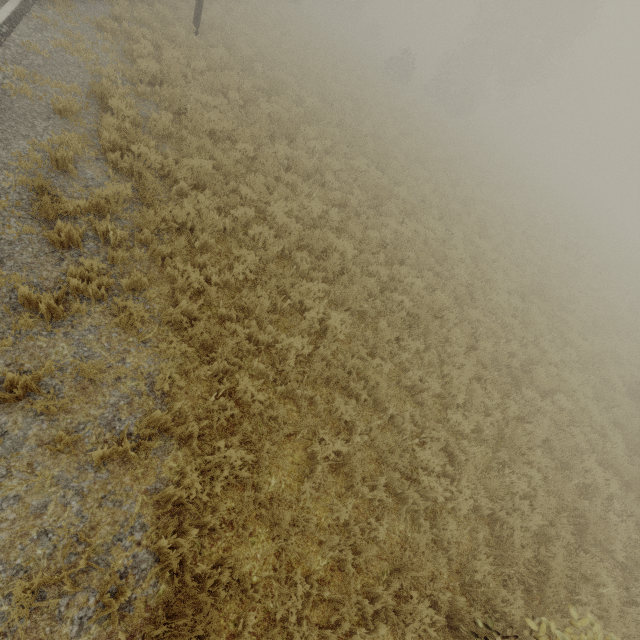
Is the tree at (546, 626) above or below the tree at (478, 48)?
below

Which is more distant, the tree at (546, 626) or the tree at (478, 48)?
the tree at (478, 48)

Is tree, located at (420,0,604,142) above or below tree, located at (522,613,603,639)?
above

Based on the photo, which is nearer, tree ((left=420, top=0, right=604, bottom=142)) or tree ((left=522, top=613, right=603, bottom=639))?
tree ((left=522, top=613, right=603, bottom=639))

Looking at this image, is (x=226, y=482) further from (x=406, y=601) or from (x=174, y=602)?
(x=406, y=601)
